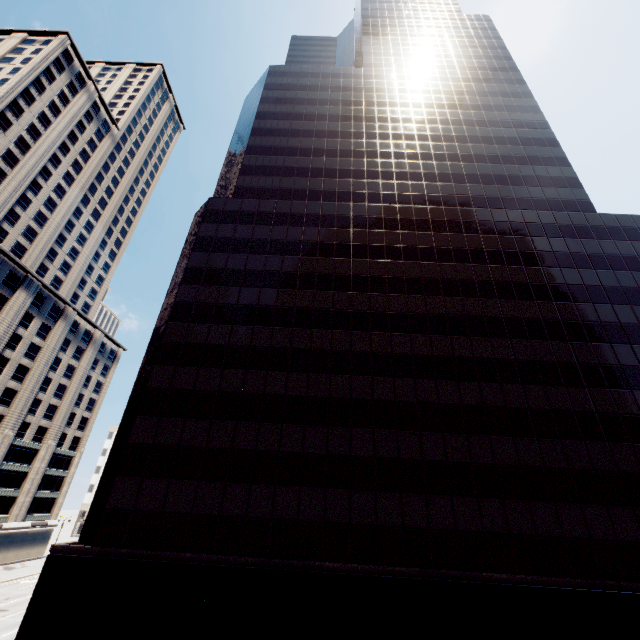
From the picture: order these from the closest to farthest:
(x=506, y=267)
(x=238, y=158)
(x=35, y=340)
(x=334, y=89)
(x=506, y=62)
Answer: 1. (x=506, y=267)
2. (x=238, y=158)
3. (x=334, y=89)
4. (x=506, y=62)
5. (x=35, y=340)

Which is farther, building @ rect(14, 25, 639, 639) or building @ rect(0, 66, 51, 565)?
building @ rect(0, 66, 51, 565)

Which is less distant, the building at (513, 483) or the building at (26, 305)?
Answer: the building at (513, 483)
